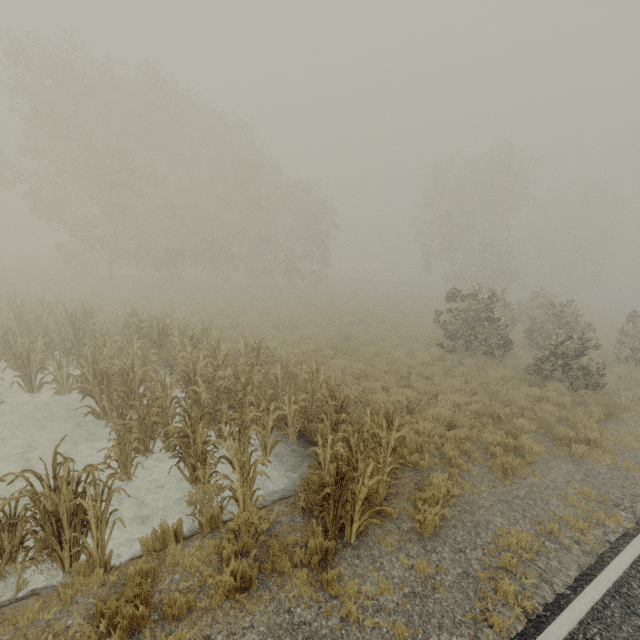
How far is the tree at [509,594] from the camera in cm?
446

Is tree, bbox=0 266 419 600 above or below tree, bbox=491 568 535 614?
below

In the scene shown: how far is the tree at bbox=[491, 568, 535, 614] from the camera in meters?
4.5

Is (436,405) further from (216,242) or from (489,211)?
(489,211)

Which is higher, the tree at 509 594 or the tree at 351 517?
the tree at 509 594
